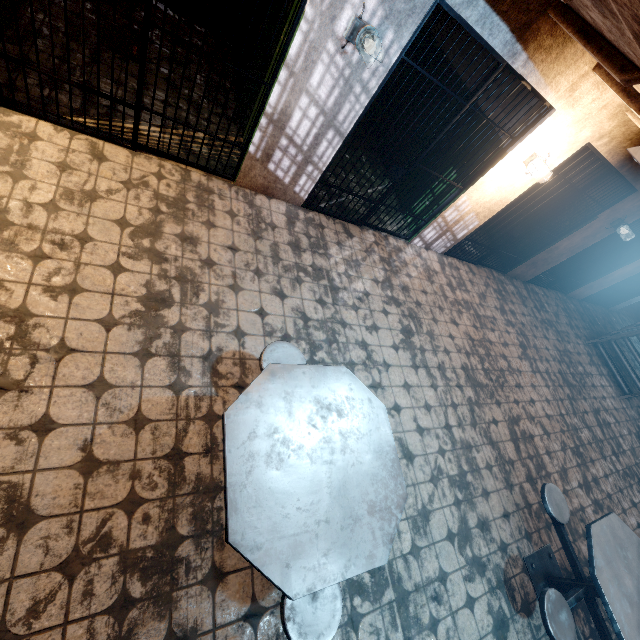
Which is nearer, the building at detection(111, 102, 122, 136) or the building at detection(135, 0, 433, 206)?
the building at detection(135, 0, 433, 206)

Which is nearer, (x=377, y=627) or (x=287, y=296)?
(x=377, y=627)

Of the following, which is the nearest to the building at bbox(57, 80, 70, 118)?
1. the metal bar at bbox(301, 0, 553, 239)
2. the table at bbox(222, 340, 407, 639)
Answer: the metal bar at bbox(301, 0, 553, 239)

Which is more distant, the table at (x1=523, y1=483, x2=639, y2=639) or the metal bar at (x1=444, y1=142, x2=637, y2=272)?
the metal bar at (x1=444, y1=142, x2=637, y2=272)

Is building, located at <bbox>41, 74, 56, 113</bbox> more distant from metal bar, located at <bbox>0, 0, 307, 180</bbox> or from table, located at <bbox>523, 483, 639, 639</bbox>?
table, located at <bbox>523, 483, 639, 639</bbox>

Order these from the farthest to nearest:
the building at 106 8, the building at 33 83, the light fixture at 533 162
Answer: the light fixture at 533 162 < the building at 106 8 < the building at 33 83

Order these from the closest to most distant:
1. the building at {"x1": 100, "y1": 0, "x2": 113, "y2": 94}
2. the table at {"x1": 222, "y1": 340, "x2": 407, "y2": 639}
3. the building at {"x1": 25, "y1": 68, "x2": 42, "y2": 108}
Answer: the table at {"x1": 222, "y1": 340, "x2": 407, "y2": 639} < the building at {"x1": 25, "y1": 68, "x2": 42, "y2": 108} < the building at {"x1": 100, "y1": 0, "x2": 113, "y2": 94}

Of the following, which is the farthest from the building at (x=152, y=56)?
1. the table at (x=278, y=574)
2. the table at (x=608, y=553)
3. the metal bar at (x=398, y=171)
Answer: the table at (x=608, y=553)
